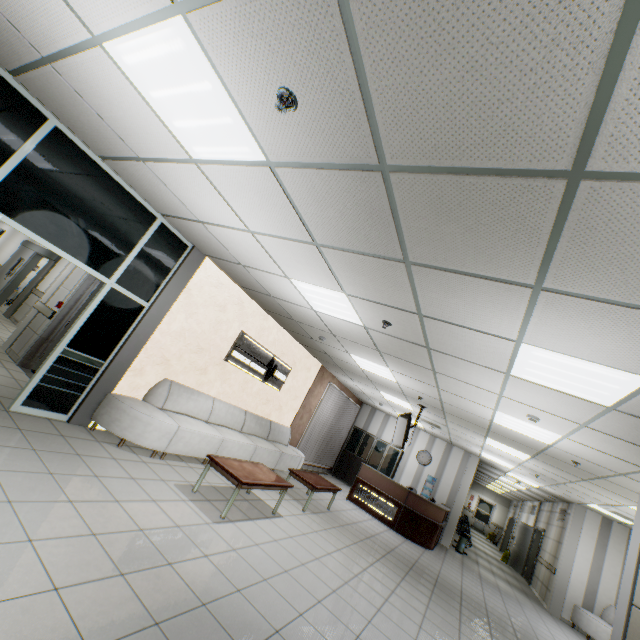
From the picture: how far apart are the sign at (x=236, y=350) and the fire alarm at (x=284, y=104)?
5.5 meters

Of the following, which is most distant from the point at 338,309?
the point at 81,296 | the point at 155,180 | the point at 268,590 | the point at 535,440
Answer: the point at 81,296

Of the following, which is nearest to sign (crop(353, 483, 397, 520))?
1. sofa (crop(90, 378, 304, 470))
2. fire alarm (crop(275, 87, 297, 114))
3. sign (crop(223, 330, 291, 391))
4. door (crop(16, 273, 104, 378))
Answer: sofa (crop(90, 378, 304, 470))

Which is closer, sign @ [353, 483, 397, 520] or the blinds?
sign @ [353, 483, 397, 520]

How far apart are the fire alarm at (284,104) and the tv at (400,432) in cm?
716

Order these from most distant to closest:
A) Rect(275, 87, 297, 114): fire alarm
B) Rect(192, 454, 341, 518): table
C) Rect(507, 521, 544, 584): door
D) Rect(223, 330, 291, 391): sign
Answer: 1. Rect(507, 521, 544, 584): door
2. Rect(223, 330, 291, 391): sign
3. Rect(192, 454, 341, 518): table
4. Rect(275, 87, 297, 114): fire alarm

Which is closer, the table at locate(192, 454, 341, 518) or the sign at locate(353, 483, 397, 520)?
the table at locate(192, 454, 341, 518)

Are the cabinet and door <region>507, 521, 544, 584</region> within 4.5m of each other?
no
